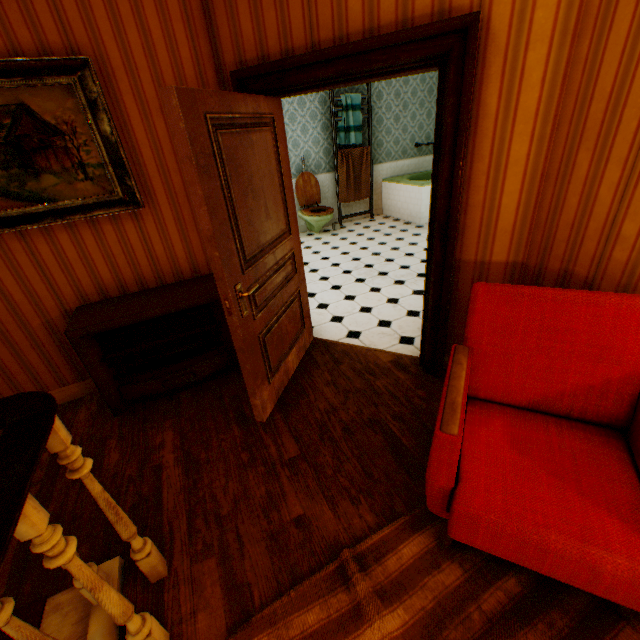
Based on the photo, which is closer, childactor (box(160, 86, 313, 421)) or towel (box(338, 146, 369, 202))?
childactor (box(160, 86, 313, 421))

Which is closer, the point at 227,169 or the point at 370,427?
the point at 227,169

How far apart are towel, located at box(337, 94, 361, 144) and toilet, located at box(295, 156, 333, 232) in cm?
83

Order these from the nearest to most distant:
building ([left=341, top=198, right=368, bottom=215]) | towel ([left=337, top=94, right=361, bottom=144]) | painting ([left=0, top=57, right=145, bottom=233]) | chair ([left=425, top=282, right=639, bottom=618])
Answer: chair ([left=425, top=282, right=639, bottom=618])
painting ([left=0, top=57, right=145, bottom=233])
towel ([left=337, top=94, right=361, bottom=144])
building ([left=341, top=198, right=368, bottom=215])

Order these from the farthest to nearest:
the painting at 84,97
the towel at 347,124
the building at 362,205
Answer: the building at 362,205
the towel at 347,124
the painting at 84,97

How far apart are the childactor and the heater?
0.5m

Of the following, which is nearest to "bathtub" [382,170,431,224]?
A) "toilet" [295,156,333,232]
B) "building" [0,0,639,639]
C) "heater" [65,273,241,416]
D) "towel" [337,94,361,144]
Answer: "building" [0,0,639,639]

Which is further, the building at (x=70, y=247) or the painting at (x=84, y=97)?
the painting at (x=84, y=97)
